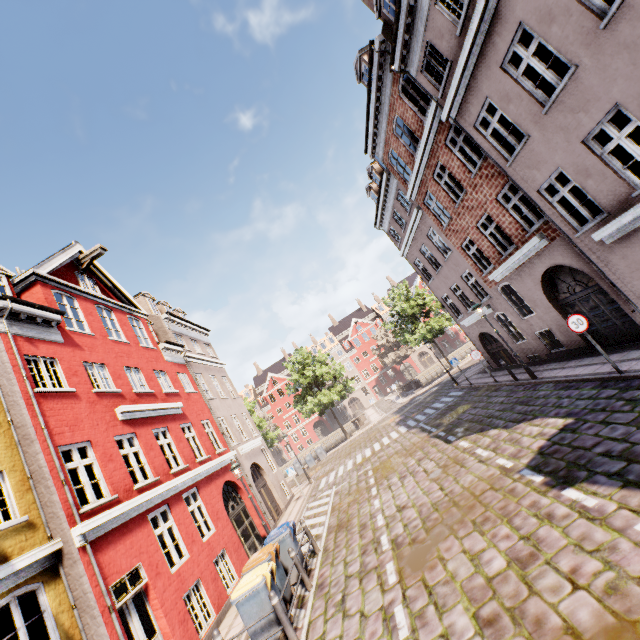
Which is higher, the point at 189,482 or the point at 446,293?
the point at 446,293

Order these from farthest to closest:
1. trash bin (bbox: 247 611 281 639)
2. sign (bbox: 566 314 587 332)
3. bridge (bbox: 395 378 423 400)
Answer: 1. bridge (bbox: 395 378 423 400)
2. sign (bbox: 566 314 587 332)
3. trash bin (bbox: 247 611 281 639)

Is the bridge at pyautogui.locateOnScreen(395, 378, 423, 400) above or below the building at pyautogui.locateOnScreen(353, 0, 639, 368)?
below

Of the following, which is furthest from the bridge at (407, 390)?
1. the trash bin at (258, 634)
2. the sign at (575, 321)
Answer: the trash bin at (258, 634)

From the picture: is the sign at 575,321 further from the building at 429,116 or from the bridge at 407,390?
the bridge at 407,390

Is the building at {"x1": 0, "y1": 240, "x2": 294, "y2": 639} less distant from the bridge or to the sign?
the sign

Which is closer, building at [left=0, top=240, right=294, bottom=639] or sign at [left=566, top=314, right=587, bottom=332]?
building at [left=0, top=240, right=294, bottom=639]

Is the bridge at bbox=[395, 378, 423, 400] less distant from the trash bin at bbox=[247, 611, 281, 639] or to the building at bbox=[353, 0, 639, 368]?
the building at bbox=[353, 0, 639, 368]
